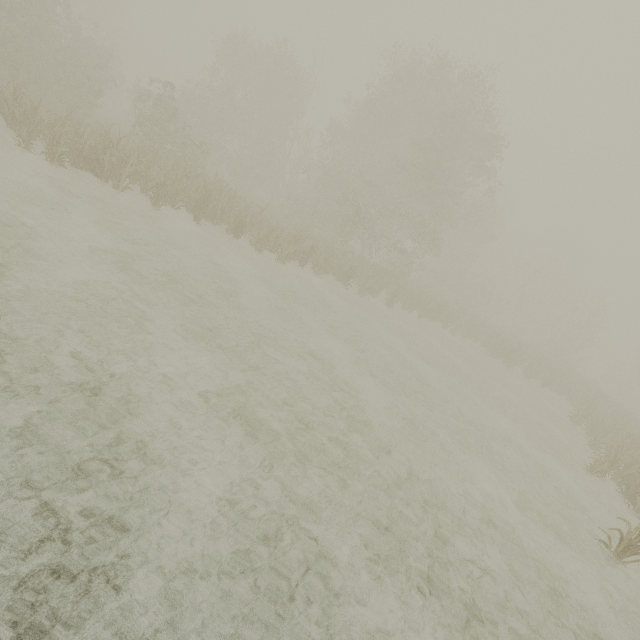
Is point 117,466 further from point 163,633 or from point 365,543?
point 365,543
